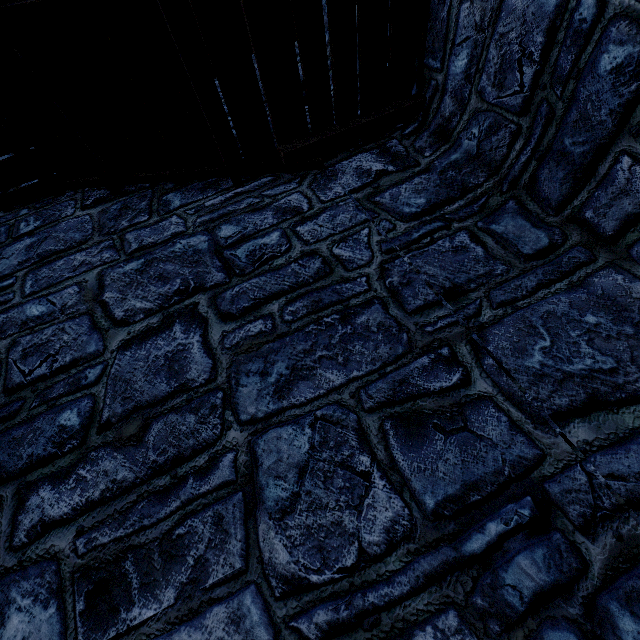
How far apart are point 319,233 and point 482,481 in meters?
2.2 m
